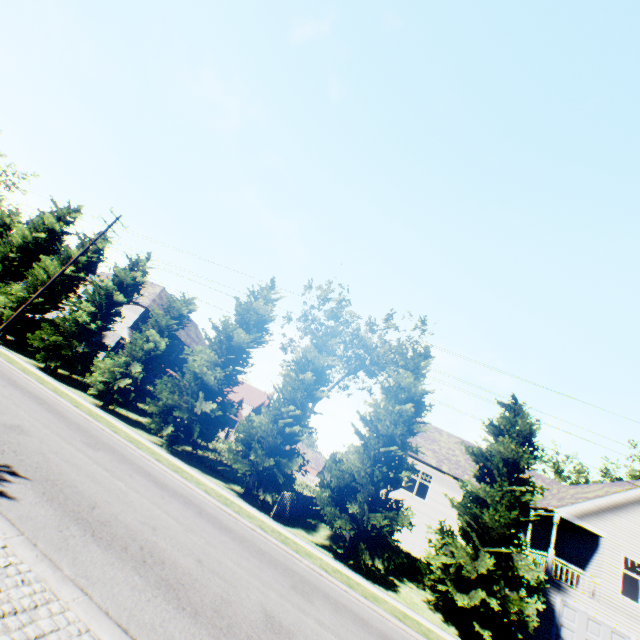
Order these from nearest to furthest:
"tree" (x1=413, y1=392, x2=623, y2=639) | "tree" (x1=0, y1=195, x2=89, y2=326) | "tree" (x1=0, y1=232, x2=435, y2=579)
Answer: "tree" (x1=413, y1=392, x2=623, y2=639) → "tree" (x1=0, y1=232, x2=435, y2=579) → "tree" (x1=0, y1=195, x2=89, y2=326)

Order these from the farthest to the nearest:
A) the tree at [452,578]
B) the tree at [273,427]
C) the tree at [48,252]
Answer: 1. the tree at [48,252]
2. the tree at [273,427]
3. the tree at [452,578]

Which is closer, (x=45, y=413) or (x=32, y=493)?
(x=32, y=493)

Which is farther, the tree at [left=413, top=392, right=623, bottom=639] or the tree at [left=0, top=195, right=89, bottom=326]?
the tree at [left=0, top=195, right=89, bottom=326]

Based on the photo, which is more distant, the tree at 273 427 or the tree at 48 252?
the tree at 48 252

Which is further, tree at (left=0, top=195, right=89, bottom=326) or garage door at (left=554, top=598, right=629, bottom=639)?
tree at (left=0, top=195, right=89, bottom=326)
